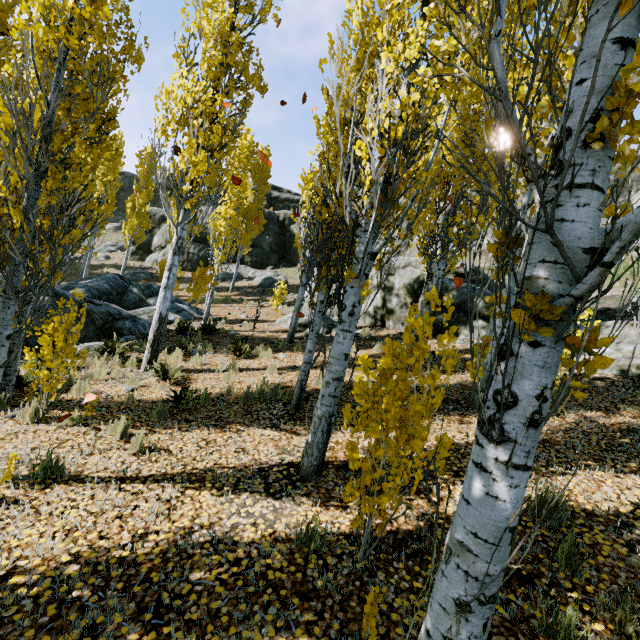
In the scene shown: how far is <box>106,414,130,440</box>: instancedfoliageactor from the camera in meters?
4.8

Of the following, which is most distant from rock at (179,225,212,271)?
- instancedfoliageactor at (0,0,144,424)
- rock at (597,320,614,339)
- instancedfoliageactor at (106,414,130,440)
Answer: instancedfoliageactor at (106,414,130,440)

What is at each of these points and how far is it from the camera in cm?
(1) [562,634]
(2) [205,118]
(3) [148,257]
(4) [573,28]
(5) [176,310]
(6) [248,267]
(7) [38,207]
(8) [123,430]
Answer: (1) instancedfoliageactor, 230
(2) instancedfoliageactor, 807
(3) rock, 3033
(4) instancedfoliageactor, 641
(5) rock, 1512
(6) rock, 2920
(7) instancedfoliageactor, 538
(8) instancedfoliageactor, 486

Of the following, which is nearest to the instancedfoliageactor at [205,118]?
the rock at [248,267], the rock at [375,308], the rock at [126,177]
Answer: the rock at [248,267]

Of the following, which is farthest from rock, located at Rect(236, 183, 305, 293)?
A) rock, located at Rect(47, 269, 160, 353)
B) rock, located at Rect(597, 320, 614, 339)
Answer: rock, located at Rect(597, 320, 614, 339)

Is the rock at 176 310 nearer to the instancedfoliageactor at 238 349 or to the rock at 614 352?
the instancedfoliageactor at 238 349

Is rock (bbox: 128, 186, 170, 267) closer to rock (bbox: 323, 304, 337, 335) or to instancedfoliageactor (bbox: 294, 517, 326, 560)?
instancedfoliageactor (bbox: 294, 517, 326, 560)

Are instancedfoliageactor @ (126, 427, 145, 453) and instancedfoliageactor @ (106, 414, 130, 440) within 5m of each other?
yes
